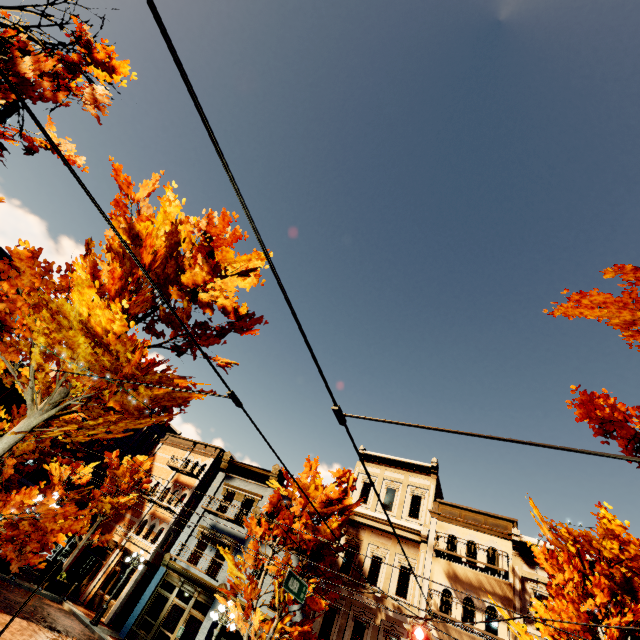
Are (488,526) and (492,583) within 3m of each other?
yes

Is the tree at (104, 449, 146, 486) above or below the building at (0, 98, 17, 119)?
below

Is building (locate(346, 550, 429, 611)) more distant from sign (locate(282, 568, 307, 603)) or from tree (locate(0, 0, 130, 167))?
→ sign (locate(282, 568, 307, 603))

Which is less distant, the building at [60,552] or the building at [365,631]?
the building at [365,631]

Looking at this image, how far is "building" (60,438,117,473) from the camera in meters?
27.1 m

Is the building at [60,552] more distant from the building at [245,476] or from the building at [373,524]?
the building at [373,524]

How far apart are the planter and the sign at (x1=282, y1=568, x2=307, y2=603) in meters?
18.2 m

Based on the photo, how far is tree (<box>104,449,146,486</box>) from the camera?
21.5 meters
